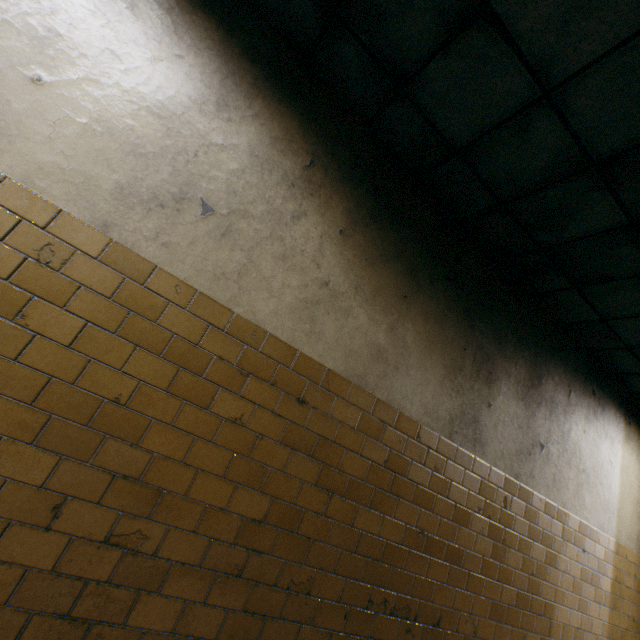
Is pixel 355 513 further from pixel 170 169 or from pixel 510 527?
pixel 170 169
